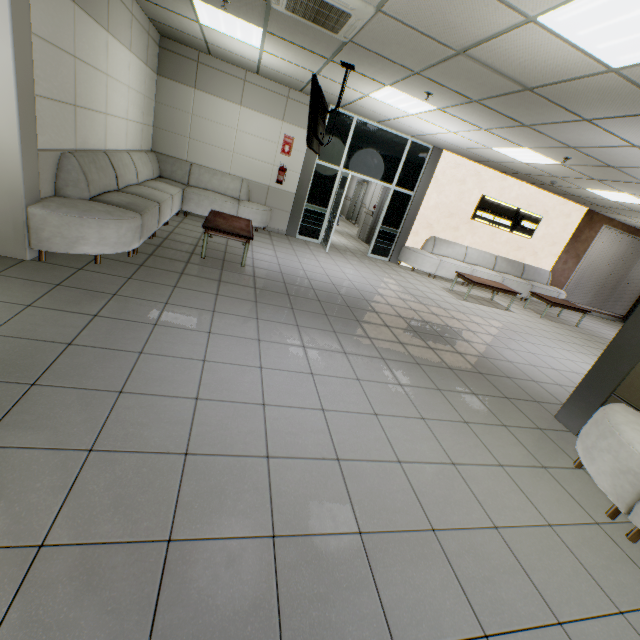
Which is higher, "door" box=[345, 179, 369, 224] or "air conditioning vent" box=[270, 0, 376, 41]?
"air conditioning vent" box=[270, 0, 376, 41]

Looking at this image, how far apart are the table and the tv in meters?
1.6 m

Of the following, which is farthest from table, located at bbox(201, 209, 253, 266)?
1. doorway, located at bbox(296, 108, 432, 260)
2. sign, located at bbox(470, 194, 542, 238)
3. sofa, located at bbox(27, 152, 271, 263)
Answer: sign, located at bbox(470, 194, 542, 238)

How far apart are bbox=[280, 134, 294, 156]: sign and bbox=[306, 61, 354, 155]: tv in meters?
2.3

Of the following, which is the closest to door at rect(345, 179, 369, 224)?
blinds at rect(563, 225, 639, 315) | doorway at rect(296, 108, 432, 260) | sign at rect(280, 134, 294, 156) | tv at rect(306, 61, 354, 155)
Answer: doorway at rect(296, 108, 432, 260)

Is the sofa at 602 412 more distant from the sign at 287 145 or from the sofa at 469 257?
the sign at 287 145

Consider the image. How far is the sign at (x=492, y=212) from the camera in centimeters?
966cm

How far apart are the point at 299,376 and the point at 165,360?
1.2 meters
